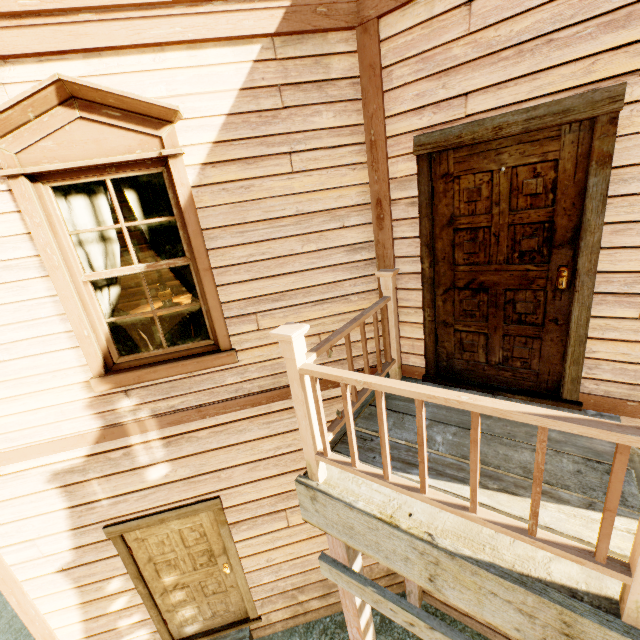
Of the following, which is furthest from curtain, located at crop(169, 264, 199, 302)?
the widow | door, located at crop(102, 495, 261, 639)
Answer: door, located at crop(102, 495, 261, 639)

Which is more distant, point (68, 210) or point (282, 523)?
point (282, 523)

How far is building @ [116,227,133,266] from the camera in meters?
5.3 m

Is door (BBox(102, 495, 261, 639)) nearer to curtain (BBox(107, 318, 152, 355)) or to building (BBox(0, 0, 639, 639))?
building (BBox(0, 0, 639, 639))

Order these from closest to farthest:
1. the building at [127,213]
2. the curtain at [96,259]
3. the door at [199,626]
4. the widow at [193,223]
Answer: the widow at [193,223]
the curtain at [96,259]
the door at [199,626]
the building at [127,213]

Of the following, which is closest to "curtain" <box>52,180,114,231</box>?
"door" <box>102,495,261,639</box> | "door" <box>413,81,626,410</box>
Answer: "door" <box>102,495,261,639</box>

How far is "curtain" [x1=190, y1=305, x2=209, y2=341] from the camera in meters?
3.1 m

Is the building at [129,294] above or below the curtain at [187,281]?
below
